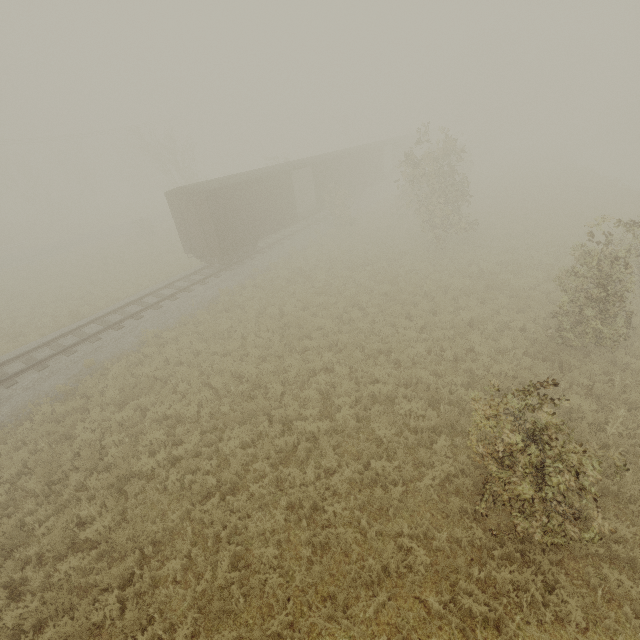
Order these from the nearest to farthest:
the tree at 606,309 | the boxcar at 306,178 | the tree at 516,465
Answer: the tree at 516,465, the tree at 606,309, the boxcar at 306,178

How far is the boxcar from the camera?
17.9m

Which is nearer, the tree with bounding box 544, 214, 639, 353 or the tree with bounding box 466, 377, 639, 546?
the tree with bounding box 466, 377, 639, 546

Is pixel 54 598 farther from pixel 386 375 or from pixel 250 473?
pixel 386 375

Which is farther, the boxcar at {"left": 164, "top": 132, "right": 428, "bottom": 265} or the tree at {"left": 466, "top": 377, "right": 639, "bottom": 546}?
the boxcar at {"left": 164, "top": 132, "right": 428, "bottom": 265}

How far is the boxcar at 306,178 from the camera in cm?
1794

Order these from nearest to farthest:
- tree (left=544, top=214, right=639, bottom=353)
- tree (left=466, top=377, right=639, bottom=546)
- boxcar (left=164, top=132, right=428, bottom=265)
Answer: tree (left=466, top=377, right=639, bottom=546)
tree (left=544, top=214, right=639, bottom=353)
boxcar (left=164, top=132, right=428, bottom=265)
